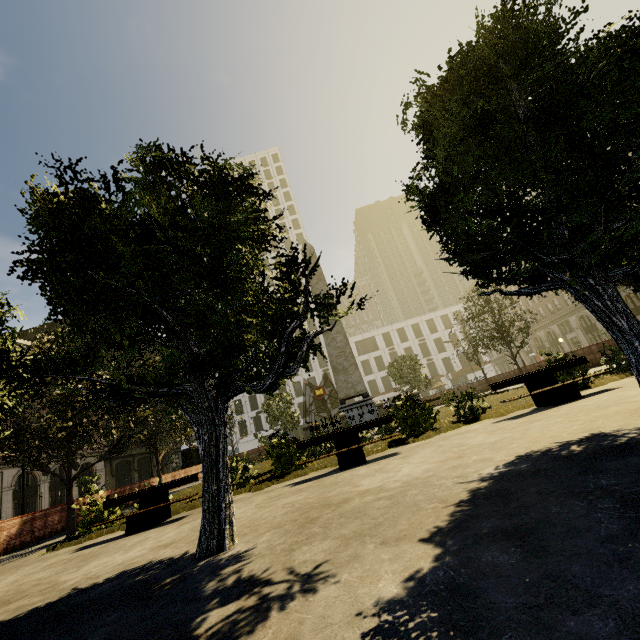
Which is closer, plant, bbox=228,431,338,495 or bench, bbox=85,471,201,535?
bench, bbox=85,471,201,535

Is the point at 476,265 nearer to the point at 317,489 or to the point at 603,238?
the point at 603,238

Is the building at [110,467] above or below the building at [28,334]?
below

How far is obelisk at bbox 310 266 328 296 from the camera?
18.5m

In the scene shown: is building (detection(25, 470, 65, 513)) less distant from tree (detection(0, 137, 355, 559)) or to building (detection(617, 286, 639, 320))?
tree (detection(0, 137, 355, 559))

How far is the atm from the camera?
29.30m

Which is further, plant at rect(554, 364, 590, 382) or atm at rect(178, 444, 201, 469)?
atm at rect(178, 444, 201, 469)

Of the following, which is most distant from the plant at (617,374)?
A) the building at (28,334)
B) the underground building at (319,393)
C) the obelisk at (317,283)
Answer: the building at (28,334)
